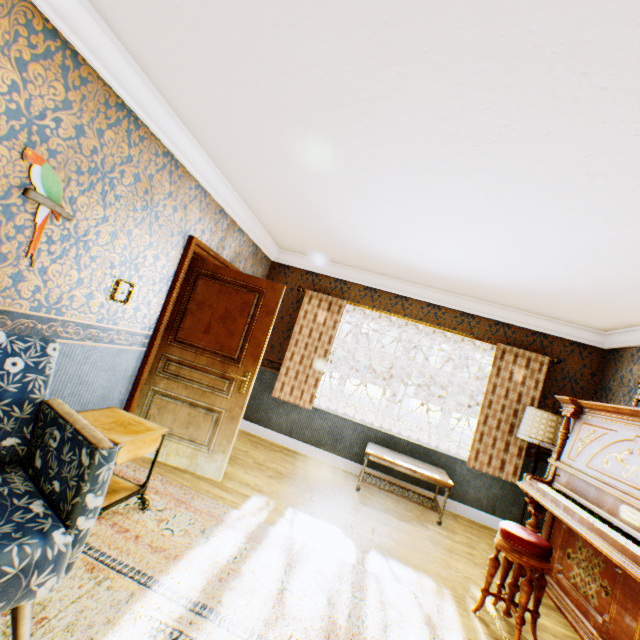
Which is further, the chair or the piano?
the piano

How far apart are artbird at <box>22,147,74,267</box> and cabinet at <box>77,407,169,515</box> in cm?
104

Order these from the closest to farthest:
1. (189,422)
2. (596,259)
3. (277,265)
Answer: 1. (596,259)
2. (189,422)
3. (277,265)

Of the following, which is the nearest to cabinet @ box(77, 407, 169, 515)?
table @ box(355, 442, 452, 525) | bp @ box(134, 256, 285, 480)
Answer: bp @ box(134, 256, 285, 480)

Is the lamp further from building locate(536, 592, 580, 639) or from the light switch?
the light switch

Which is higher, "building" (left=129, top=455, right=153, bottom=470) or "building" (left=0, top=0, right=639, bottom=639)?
"building" (left=0, top=0, right=639, bottom=639)

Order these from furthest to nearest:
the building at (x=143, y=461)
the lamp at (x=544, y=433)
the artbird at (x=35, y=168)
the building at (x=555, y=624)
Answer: the lamp at (x=544, y=433) → the building at (x=143, y=461) → the building at (x=555, y=624) → the artbird at (x=35, y=168)

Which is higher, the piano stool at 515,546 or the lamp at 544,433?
the lamp at 544,433
